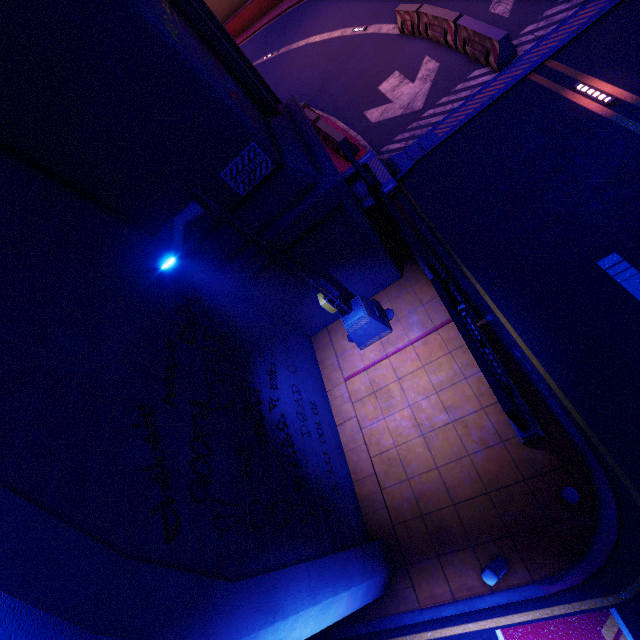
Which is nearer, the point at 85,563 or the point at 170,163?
the point at 85,563

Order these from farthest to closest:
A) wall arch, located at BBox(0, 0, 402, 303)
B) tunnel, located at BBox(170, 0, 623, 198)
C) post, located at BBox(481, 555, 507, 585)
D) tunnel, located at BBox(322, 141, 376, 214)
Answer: tunnel, located at BBox(322, 141, 376, 214), tunnel, located at BBox(170, 0, 623, 198), post, located at BBox(481, 555, 507, 585), wall arch, located at BBox(0, 0, 402, 303)

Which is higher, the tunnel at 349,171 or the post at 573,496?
the post at 573,496

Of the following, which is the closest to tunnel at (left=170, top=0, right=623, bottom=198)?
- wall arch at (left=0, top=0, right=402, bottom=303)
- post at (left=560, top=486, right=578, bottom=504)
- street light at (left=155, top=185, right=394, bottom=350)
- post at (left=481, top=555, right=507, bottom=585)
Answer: wall arch at (left=0, top=0, right=402, bottom=303)

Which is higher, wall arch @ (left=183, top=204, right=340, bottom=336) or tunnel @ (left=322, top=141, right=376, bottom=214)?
wall arch @ (left=183, top=204, right=340, bottom=336)

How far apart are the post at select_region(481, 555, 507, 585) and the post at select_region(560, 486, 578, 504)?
1.5 meters

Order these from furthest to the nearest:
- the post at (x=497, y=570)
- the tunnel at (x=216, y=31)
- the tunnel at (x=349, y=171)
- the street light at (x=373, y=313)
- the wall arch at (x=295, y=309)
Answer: the tunnel at (x=349, y=171)
the tunnel at (x=216, y=31)
the wall arch at (x=295, y=309)
the post at (x=497, y=570)
the street light at (x=373, y=313)

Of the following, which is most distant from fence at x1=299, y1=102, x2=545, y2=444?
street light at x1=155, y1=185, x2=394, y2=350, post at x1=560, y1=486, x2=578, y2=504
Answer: street light at x1=155, y1=185, x2=394, y2=350
